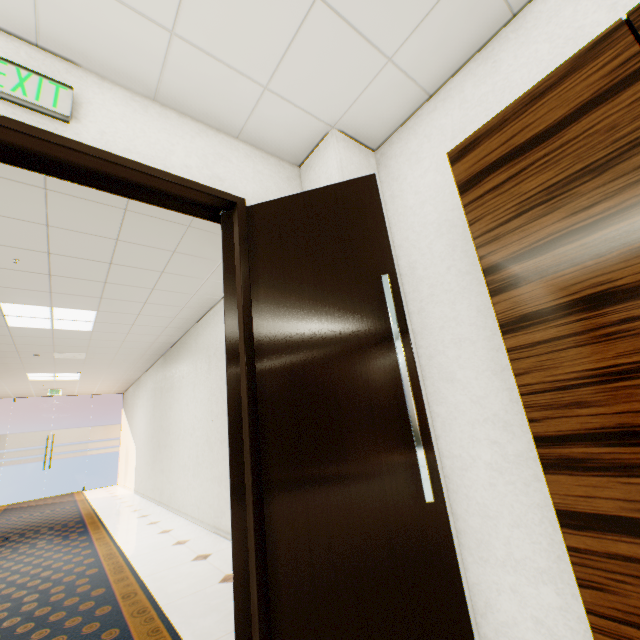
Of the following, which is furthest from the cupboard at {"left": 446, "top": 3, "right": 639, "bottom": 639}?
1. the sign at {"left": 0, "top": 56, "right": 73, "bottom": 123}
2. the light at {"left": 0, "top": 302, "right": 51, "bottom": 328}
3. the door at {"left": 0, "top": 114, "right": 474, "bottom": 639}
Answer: the light at {"left": 0, "top": 302, "right": 51, "bottom": 328}

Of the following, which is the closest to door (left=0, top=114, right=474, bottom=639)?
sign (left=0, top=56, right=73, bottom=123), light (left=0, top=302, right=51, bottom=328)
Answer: sign (left=0, top=56, right=73, bottom=123)

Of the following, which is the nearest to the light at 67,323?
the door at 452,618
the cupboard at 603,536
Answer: the door at 452,618

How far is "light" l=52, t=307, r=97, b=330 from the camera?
4.4m

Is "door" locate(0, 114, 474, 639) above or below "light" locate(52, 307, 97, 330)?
below

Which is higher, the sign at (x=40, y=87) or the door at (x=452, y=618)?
the sign at (x=40, y=87)

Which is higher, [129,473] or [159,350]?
[159,350]

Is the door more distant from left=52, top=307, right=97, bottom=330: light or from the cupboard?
left=52, top=307, right=97, bottom=330: light
